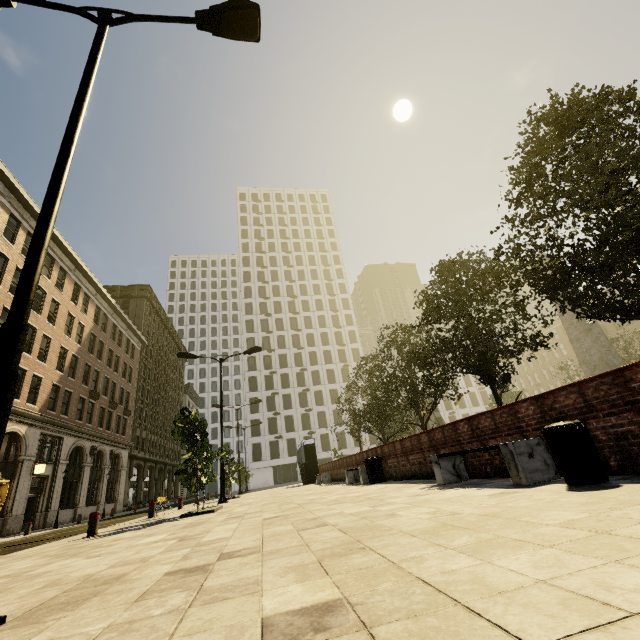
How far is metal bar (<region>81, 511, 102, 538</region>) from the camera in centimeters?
815cm

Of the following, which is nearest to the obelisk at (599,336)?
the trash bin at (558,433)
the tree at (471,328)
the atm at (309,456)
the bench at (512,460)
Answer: the tree at (471,328)

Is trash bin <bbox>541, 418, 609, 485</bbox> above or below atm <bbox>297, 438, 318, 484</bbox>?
below

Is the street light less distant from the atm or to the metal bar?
the metal bar

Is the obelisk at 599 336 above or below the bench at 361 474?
above

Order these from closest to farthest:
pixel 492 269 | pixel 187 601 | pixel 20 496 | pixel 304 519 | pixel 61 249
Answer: pixel 187 601 → pixel 304 519 → pixel 492 269 → pixel 20 496 → pixel 61 249

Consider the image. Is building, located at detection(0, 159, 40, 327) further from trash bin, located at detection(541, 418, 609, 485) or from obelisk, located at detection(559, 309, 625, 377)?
obelisk, located at detection(559, 309, 625, 377)

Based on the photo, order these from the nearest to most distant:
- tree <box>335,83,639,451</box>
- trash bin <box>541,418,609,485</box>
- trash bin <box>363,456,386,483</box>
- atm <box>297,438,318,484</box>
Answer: trash bin <box>541,418,609,485</box>, tree <box>335,83,639,451</box>, trash bin <box>363,456,386,483</box>, atm <box>297,438,318,484</box>
